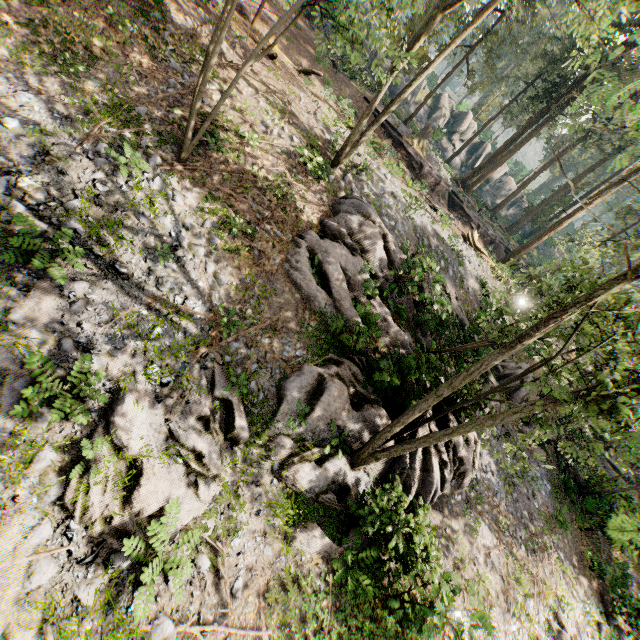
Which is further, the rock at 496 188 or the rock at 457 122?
the rock at 496 188

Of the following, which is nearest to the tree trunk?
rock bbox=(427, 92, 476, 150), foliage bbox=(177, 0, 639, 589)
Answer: foliage bbox=(177, 0, 639, 589)

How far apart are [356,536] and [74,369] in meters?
8.1 m

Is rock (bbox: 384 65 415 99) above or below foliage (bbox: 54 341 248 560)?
above

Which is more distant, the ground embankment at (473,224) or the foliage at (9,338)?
the ground embankment at (473,224)

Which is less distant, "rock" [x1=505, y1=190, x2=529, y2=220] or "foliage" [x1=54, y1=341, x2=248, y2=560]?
"foliage" [x1=54, y1=341, x2=248, y2=560]

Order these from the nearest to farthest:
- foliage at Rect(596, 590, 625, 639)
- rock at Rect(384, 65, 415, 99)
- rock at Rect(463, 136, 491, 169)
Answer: foliage at Rect(596, 590, 625, 639), rock at Rect(384, 65, 415, 99), rock at Rect(463, 136, 491, 169)

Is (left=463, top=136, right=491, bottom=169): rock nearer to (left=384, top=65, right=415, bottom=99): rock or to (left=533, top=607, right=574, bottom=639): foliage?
(left=384, top=65, right=415, bottom=99): rock
